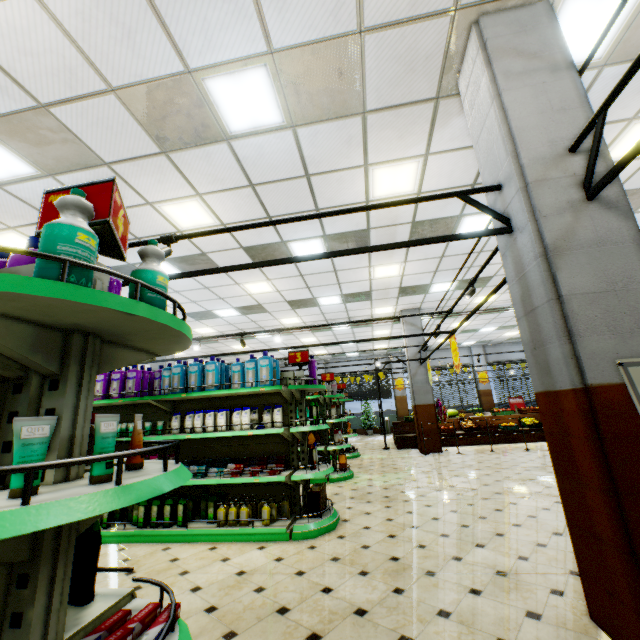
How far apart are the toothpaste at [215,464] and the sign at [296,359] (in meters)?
1.38

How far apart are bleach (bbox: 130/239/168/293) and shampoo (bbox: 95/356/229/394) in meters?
4.0 m

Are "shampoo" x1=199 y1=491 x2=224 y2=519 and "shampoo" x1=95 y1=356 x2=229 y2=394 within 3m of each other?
yes

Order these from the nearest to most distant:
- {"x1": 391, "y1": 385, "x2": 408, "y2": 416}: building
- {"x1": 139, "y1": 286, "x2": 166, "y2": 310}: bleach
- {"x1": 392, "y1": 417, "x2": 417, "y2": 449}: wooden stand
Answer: {"x1": 139, "y1": 286, "x2": 166, "y2": 310}: bleach, {"x1": 392, "y1": 417, "x2": 417, "y2": 449}: wooden stand, {"x1": 391, "y1": 385, "x2": 408, "y2": 416}: building

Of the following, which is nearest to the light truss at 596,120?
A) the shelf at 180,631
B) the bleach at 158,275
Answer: the shelf at 180,631

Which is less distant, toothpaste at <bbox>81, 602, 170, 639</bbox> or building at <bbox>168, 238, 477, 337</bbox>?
toothpaste at <bbox>81, 602, 170, 639</bbox>

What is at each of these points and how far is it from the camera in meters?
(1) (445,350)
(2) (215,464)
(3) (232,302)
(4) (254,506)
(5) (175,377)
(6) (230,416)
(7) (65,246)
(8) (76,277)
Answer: (1) building, 20.9 m
(2) toothpaste, 4.8 m
(3) building, 10.0 m
(4) hand soap, 4.5 m
(5) shampoo, 4.9 m
(6) shampoo, 4.9 m
(7) bleach, 1.1 m
(8) bleach, 1.1 m

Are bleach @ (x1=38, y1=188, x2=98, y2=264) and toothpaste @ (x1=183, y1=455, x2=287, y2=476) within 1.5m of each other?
no
